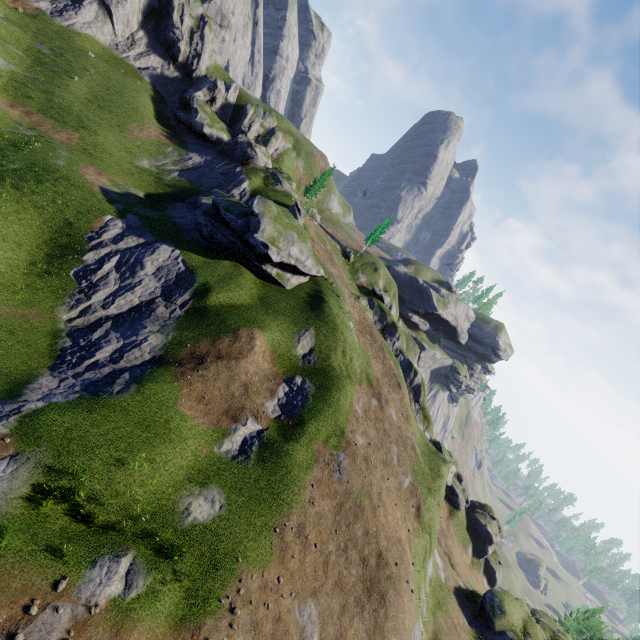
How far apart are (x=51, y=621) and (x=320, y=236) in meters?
52.5
